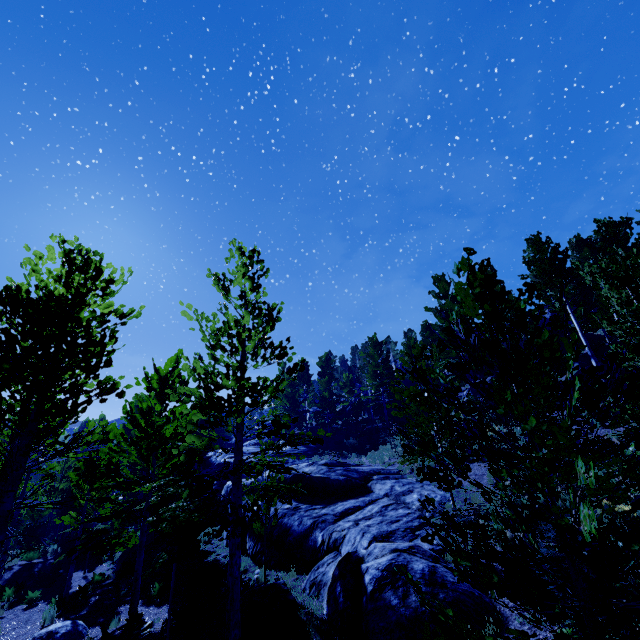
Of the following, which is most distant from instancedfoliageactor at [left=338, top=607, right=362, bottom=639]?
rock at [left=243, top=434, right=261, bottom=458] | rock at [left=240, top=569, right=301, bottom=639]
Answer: rock at [left=240, top=569, right=301, bottom=639]

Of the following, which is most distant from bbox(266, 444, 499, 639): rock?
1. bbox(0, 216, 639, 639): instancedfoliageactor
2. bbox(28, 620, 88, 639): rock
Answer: bbox(28, 620, 88, 639): rock

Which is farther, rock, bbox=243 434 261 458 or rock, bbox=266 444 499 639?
rock, bbox=243 434 261 458

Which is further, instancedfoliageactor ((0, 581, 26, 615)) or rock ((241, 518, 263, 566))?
instancedfoliageactor ((0, 581, 26, 615))

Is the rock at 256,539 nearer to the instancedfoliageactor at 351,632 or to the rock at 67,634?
the instancedfoliageactor at 351,632

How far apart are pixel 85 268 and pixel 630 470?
8.3 meters

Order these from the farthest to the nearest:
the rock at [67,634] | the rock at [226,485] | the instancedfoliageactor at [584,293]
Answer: the rock at [226,485] < the rock at [67,634] < the instancedfoliageactor at [584,293]

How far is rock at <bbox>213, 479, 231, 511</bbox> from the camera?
16.8m
